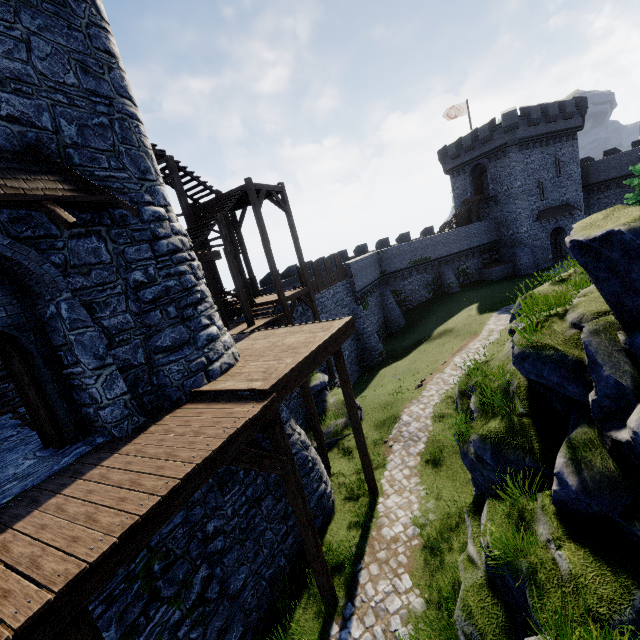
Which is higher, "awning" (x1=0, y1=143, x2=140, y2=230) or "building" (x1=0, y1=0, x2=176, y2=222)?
"building" (x1=0, y1=0, x2=176, y2=222)

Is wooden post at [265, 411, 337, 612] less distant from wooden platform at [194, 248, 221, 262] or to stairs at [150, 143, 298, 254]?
wooden platform at [194, 248, 221, 262]

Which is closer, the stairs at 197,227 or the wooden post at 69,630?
the wooden post at 69,630

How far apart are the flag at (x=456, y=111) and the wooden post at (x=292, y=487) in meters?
44.1

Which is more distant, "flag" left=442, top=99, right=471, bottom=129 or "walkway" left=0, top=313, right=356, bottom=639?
"flag" left=442, top=99, right=471, bottom=129

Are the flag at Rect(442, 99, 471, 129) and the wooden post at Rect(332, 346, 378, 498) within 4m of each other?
no

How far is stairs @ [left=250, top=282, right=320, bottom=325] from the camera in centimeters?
1656cm

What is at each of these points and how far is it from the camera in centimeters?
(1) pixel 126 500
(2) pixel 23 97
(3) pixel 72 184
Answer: (1) walkway, 437cm
(2) building, 595cm
(3) awning, 608cm
